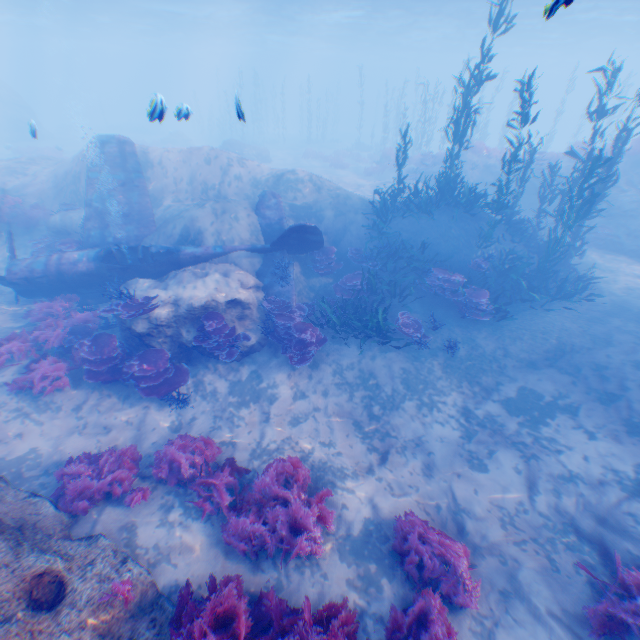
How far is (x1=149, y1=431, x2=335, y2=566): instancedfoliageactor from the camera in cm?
560

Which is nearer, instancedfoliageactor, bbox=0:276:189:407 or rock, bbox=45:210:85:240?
instancedfoliageactor, bbox=0:276:189:407

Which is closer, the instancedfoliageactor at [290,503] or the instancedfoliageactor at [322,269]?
the instancedfoliageactor at [290,503]

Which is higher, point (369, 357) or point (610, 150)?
point (610, 150)

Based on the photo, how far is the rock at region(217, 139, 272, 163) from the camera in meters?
28.5 m

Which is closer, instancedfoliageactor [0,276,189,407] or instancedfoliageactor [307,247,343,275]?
instancedfoliageactor [0,276,189,407]

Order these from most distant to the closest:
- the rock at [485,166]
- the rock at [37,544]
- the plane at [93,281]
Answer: the rock at [485,166]
the plane at [93,281]
the rock at [37,544]

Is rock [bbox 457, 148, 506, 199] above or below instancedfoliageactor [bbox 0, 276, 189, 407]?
above
